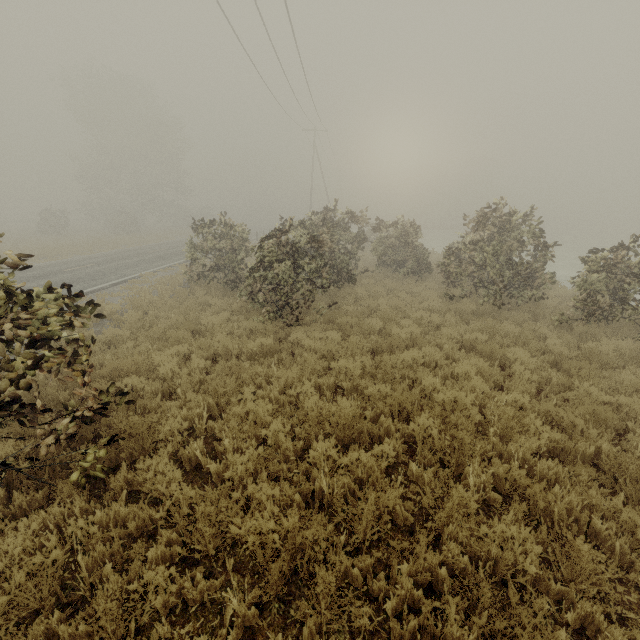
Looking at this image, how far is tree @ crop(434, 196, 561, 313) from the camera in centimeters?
1029cm

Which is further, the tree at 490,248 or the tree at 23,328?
the tree at 490,248

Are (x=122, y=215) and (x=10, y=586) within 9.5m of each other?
no

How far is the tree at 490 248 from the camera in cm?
1029

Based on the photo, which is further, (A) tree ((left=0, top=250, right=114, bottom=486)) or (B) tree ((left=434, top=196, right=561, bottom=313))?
(B) tree ((left=434, top=196, right=561, bottom=313))
